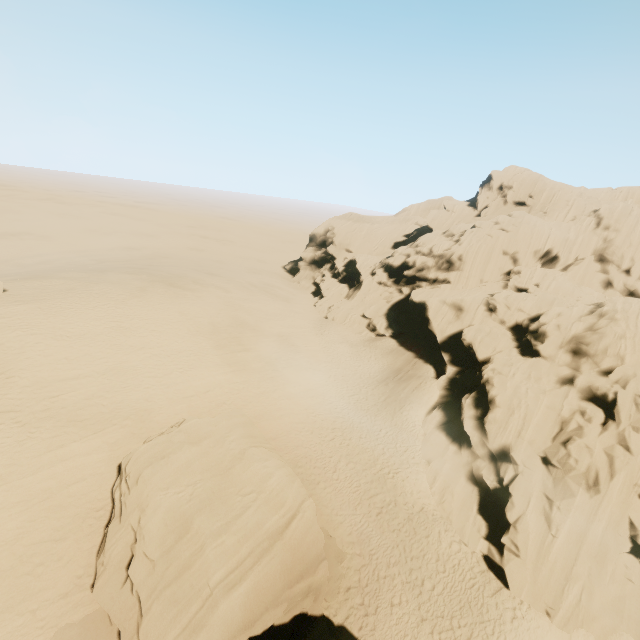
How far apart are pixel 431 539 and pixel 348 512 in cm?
489

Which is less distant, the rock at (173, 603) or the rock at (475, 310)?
the rock at (173, 603)

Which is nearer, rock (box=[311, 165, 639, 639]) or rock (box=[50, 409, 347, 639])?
rock (box=[50, 409, 347, 639])
